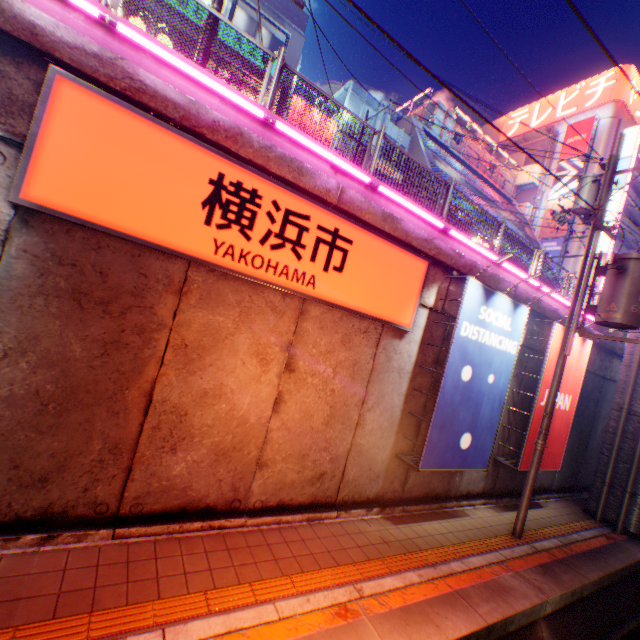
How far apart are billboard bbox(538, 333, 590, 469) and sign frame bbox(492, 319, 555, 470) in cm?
0

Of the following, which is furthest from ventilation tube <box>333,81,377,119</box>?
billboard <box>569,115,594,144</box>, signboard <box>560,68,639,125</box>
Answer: signboard <box>560,68,639,125</box>

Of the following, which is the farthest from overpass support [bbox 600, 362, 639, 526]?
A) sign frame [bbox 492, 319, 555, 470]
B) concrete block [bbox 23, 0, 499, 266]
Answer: sign frame [bbox 492, 319, 555, 470]

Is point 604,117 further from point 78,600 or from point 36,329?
point 78,600

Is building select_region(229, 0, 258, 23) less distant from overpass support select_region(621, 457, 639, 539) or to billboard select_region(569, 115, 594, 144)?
overpass support select_region(621, 457, 639, 539)

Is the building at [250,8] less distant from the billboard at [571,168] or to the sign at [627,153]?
the billboard at [571,168]

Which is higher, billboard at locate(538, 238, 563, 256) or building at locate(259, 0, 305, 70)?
billboard at locate(538, 238, 563, 256)

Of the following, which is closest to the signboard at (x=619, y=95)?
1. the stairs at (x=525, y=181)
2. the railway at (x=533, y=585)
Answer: the stairs at (x=525, y=181)
